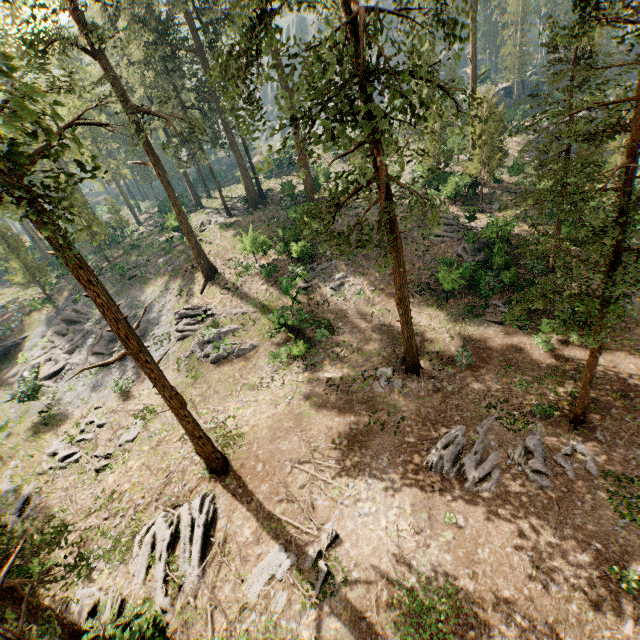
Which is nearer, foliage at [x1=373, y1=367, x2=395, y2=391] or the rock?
foliage at [x1=373, y1=367, x2=395, y2=391]

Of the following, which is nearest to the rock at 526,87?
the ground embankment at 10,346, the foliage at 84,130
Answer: the foliage at 84,130

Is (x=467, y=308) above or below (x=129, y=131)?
below

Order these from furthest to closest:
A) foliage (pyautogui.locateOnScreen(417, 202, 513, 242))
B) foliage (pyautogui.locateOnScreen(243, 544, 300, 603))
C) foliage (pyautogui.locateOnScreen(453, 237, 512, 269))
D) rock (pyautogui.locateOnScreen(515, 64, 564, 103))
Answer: rock (pyautogui.locateOnScreen(515, 64, 564, 103)) < foliage (pyautogui.locateOnScreen(453, 237, 512, 269)) < foliage (pyautogui.locateOnScreen(243, 544, 300, 603)) < foliage (pyautogui.locateOnScreen(417, 202, 513, 242))

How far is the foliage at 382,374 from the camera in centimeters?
1812cm

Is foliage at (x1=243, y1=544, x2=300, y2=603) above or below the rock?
below

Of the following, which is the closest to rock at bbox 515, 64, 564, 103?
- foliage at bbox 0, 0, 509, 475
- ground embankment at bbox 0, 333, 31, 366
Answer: foliage at bbox 0, 0, 509, 475

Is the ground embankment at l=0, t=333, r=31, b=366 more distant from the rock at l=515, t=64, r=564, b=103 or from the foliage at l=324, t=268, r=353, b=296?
the rock at l=515, t=64, r=564, b=103
